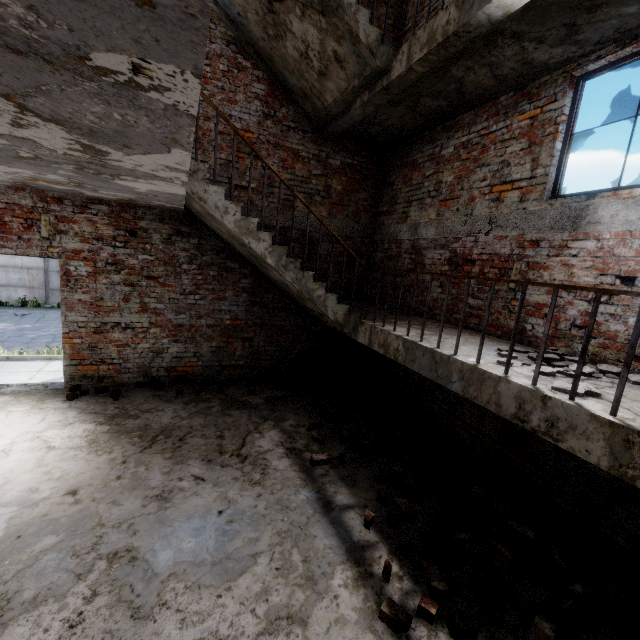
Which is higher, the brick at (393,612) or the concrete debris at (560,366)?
the concrete debris at (560,366)

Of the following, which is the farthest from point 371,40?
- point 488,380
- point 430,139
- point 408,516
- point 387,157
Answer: point 408,516

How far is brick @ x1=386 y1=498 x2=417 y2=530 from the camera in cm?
323

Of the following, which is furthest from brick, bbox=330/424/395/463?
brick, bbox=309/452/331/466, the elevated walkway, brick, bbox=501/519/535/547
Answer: the elevated walkway

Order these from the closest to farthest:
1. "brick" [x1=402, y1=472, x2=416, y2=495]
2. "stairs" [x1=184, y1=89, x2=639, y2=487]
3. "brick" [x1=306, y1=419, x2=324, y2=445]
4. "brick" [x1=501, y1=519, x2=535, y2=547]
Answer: "stairs" [x1=184, y1=89, x2=639, y2=487], "brick" [x1=501, y1=519, x2=535, y2=547], "brick" [x1=402, y1=472, x2=416, y2=495], "brick" [x1=306, y1=419, x2=324, y2=445]

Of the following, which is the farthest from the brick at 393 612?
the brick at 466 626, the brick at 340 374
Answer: the brick at 340 374

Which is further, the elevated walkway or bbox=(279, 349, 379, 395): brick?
bbox=(279, 349, 379, 395): brick

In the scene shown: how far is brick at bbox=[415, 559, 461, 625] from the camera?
2.4m
